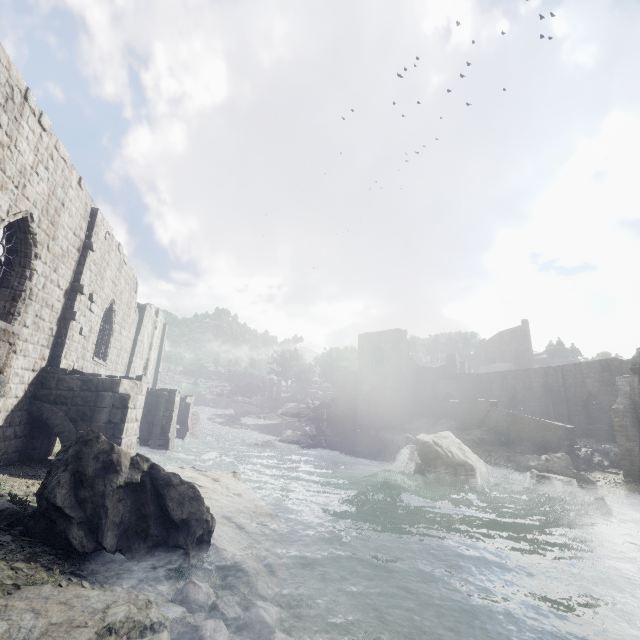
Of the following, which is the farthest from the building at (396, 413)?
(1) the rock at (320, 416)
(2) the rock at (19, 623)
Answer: (2) the rock at (19, 623)

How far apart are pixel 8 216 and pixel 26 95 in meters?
3.2 m

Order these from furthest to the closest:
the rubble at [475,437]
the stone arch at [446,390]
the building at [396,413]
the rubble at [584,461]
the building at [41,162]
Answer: the stone arch at [446,390] < the building at [396,413] < the rubble at [475,437] < the rubble at [584,461] < the building at [41,162]

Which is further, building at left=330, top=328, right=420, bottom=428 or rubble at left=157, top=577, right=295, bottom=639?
building at left=330, top=328, right=420, bottom=428

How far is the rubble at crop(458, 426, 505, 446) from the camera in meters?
26.1

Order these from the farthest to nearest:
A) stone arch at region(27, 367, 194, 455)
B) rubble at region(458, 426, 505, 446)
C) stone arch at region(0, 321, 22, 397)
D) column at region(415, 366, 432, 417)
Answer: column at region(415, 366, 432, 417), rubble at region(458, 426, 505, 446), stone arch at region(27, 367, 194, 455), stone arch at region(0, 321, 22, 397)

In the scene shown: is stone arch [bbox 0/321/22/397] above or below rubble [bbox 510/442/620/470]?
above

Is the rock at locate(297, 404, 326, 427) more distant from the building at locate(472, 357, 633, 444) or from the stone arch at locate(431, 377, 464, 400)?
the stone arch at locate(431, 377, 464, 400)
